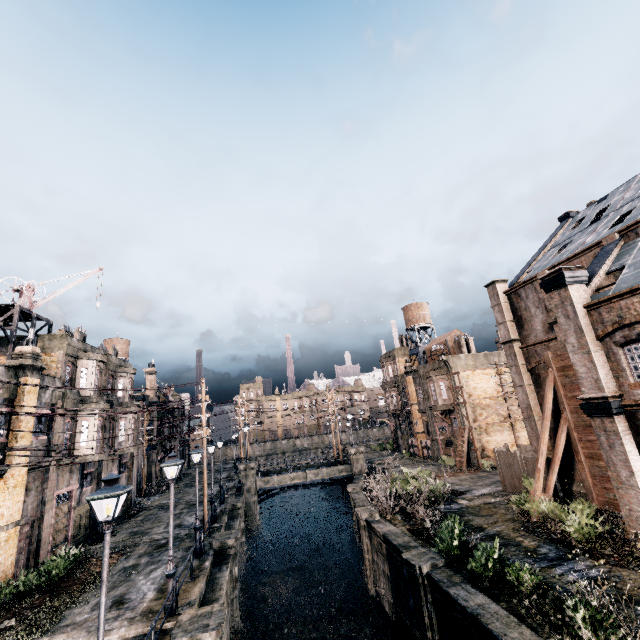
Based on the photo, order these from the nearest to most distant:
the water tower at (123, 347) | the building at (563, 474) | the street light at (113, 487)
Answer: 1. the street light at (113, 487)
2. the building at (563, 474)
3. the water tower at (123, 347)

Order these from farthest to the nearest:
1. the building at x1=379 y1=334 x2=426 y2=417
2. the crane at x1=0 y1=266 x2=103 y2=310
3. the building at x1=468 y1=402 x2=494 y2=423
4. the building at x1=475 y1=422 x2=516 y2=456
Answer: the building at x1=379 y1=334 x2=426 y2=417, the building at x1=468 y1=402 x2=494 y2=423, the building at x1=475 y1=422 x2=516 y2=456, the crane at x1=0 y1=266 x2=103 y2=310

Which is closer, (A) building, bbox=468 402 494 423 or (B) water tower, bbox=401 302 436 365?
(A) building, bbox=468 402 494 423

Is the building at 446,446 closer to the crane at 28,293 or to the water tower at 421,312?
the water tower at 421,312

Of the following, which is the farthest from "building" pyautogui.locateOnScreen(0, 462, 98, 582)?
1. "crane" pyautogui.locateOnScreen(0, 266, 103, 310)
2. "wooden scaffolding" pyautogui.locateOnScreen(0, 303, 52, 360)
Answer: "crane" pyautogui.locateOnScreen(0, 266, 103, 310)

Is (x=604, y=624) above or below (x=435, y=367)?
below

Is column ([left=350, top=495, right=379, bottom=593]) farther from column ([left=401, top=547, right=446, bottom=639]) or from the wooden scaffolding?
the wooden scaffolding

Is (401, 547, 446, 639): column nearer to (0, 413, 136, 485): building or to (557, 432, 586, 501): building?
(557, 432, 586, 501): building
